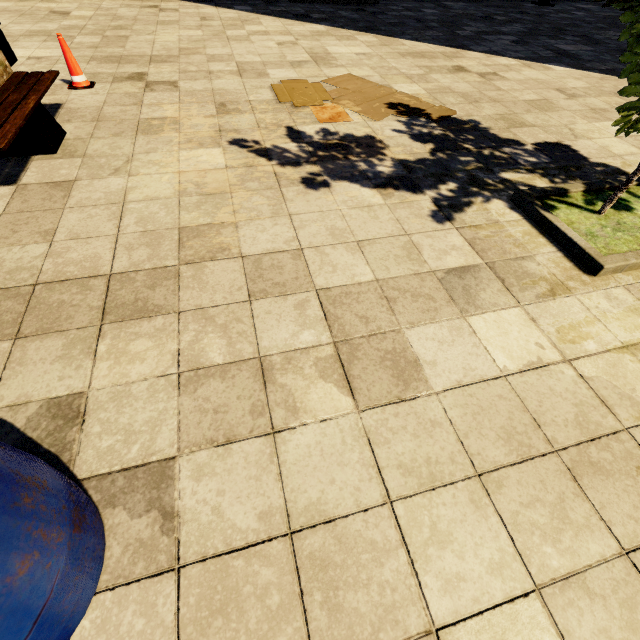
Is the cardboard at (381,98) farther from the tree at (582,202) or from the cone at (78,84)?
the cone at (78,84)

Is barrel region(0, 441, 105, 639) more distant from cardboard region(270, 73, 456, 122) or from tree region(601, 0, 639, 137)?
cardboard region(270, 73, 456, 122)

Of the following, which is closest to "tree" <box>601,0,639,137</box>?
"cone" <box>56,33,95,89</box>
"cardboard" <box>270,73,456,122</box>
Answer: "cardboard" <box>270,73,456,122</box>

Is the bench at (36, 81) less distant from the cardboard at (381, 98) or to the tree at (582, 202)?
the cardboard at (381, 98)

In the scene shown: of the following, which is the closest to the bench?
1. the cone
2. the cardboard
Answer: the cone

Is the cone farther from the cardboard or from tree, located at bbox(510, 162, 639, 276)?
tree, located at bbox(510, 162, 639, 276)

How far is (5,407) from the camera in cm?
149

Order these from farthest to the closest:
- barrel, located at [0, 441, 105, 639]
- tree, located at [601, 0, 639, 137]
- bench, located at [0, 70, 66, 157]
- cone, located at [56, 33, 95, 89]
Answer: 1. cone, located at [56, 33, 95, 89]
2. bench, located at [0, 70, 66, 157]
3. tree, located at [601, 0, 639, 137]
4. barrel, located at [0, 441, 105, 639]
